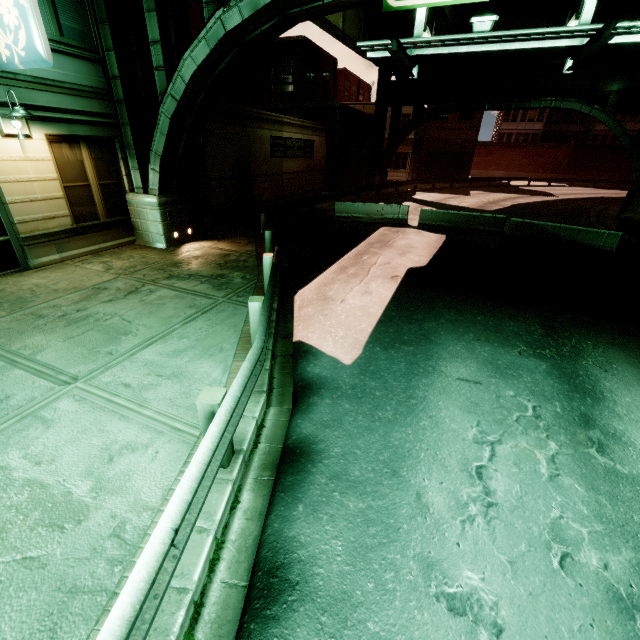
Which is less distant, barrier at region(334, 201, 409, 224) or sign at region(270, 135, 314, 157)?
barrier at region(334, 201, 409, 224)

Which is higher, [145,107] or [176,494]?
[145,107]

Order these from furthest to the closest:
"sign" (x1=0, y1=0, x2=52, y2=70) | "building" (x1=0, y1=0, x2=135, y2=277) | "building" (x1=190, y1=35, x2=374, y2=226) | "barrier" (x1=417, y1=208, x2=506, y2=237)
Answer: "barrier" (x1=417, y1=208, x2=506, y2=237) → "building" (x1=190, y1=35, x2=374, y2=226) → "building" (x1=0, y1=0, x2=135, y2=277) → "sign" (x1=0, y1=0, x2=52, y2=70)

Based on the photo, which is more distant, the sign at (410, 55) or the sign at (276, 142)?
the sign at (276, 142)

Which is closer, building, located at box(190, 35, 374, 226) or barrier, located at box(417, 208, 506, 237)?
building, located at box(190, 35, 374, 226)

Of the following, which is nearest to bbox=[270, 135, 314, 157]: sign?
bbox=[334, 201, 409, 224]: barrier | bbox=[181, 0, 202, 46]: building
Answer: bbox=[181, 0, 202, 46]: building

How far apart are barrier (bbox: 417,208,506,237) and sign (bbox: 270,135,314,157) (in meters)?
9.07

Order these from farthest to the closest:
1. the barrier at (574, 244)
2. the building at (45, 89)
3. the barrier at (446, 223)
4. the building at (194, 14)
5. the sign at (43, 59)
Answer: the barrier at (446, 223), the barrier at (574, 244), the building at (194, 14), the building at (45, 89), the sign at (43, 59)
